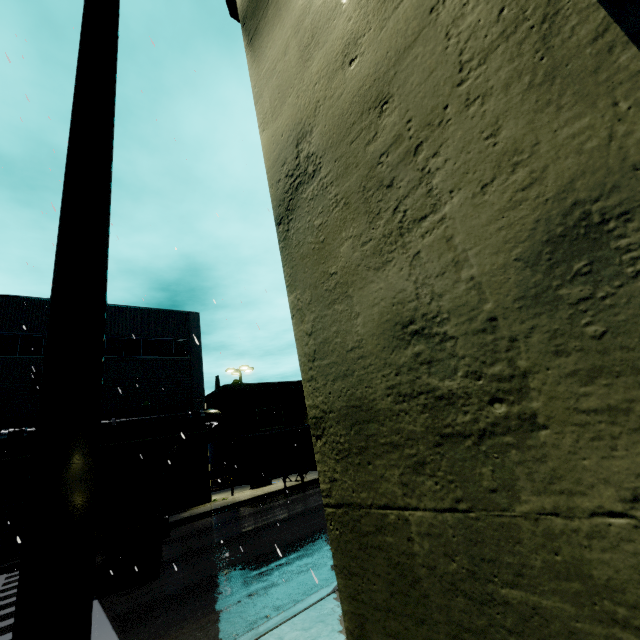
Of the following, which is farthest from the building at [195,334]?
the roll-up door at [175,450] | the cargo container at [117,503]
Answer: the cargo container at [117,503]

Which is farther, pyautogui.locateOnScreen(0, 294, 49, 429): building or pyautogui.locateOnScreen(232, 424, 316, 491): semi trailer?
pyautogui.locateOnScreen(232, 424, 316, 491): semi trailer

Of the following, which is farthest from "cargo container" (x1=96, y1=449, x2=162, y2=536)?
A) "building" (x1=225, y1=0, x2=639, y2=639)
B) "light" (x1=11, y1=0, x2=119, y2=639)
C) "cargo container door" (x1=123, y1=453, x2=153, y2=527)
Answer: "light" (x1=11, y1=0, x2=119, y2=639)

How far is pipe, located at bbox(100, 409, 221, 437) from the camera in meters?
20.1

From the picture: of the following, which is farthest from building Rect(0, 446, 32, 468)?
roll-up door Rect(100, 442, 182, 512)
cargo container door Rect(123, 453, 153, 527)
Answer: cargo container door Rect(123, 453, 153, 527)

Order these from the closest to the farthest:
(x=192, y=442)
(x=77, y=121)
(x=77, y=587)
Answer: (x=77, y=587) → (x=77, y=121) → (x=192, y=442)

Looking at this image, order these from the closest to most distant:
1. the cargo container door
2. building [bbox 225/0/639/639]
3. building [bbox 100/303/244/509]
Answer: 1. building [bbox 225/0/639/639]
2. the cargo container door
3. building [bbox 100/303/244/509]

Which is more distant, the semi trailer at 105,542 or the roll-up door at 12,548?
the roll-up door at 12,548
